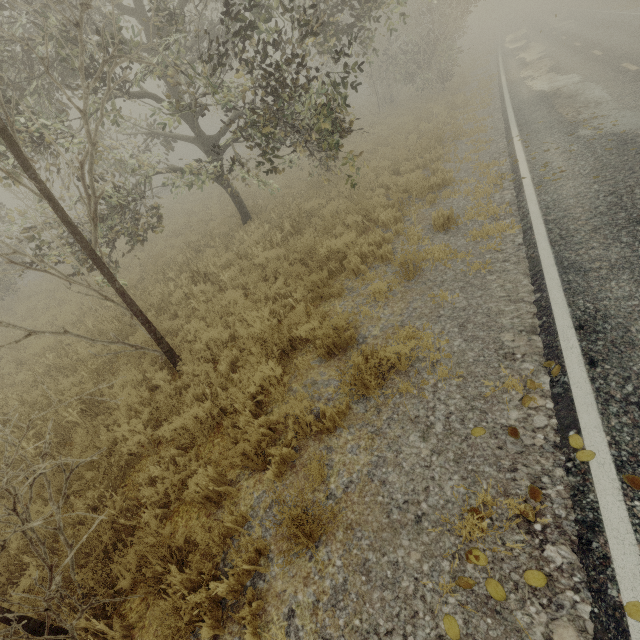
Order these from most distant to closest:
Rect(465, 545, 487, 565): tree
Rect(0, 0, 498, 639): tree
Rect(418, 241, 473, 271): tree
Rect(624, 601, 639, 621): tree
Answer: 1. Rect(418, 241, 473, 271): tree
2. Rect(0, 0, 498, 639): tree
3. Rect(465, 545, 487, 565): tree
4. Rect(624, 601, 639, 621): tree

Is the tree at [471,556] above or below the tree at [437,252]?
below

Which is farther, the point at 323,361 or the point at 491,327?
the point at 323,361

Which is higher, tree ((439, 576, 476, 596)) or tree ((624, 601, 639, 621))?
tree ((624, 601, 639, 621))

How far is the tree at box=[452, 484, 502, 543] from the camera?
2.76m

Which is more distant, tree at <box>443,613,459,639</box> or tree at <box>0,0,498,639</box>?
tree at <box>0,0,498,639</box>
